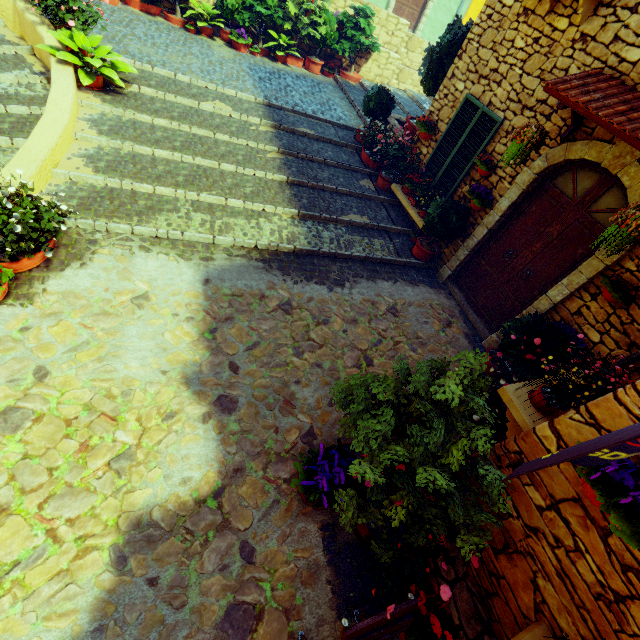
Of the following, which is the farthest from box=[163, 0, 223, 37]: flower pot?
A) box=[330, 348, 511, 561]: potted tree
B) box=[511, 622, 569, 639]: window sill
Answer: box=[511, 622, 569, 639]: window sill

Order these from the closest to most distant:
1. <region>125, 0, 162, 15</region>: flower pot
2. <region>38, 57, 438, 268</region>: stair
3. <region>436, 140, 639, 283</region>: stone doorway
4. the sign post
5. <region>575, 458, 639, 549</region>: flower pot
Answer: the sign post < <region>575, 458, 639, 549</region>: flower pot < <region>436, 140, 639, 283</region>: stone doorway < <region>38, 57, 438, 268</region>: stair < <region>125, 0, 162, 15</region>: flower pot

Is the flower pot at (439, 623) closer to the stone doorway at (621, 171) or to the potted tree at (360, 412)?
the potted tree at (360, 412)

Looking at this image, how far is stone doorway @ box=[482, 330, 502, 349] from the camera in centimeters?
562cm

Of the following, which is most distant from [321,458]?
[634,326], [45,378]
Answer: [634,326]

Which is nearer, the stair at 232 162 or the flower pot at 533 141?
the flower pot at 533 141

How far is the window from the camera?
5.70m

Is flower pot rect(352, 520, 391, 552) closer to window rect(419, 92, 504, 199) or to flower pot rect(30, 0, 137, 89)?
window rect(419, 92, 504, 199)
